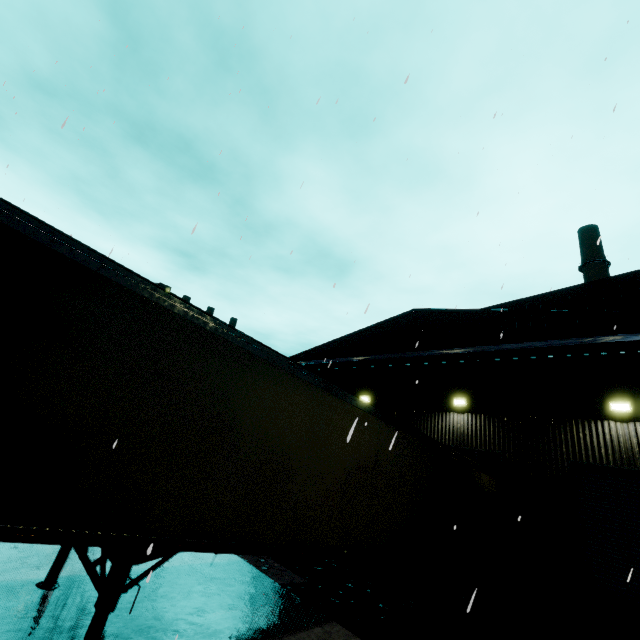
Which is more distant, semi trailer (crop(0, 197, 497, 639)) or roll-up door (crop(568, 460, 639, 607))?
roll-up door (crop(568, 460, 639, 607))

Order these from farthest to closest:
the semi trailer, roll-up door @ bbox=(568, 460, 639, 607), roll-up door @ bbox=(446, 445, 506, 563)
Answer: roll-up door @ bbox=(446, 445, 506, 563) → roll-up door @ bbox=(568, 460, 639, 607) → the semi trailer

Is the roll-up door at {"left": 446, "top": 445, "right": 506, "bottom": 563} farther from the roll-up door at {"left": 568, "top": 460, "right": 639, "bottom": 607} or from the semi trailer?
the roll-up door at {"left": 568, "top": 460, "right": 639, "bottom": 607}

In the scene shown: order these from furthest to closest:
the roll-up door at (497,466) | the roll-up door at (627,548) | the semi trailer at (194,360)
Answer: the roll-up door at (497,466) < the roll-up door at (627,548) < the semi trailer at (194,360)

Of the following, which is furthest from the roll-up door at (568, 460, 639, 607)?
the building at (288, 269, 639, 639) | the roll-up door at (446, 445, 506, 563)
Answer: the roll-up door at (446, 445, 506, 563)

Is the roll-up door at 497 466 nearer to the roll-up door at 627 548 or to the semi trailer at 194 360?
the semi trailer at 194 360

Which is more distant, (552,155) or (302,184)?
(552,155)
